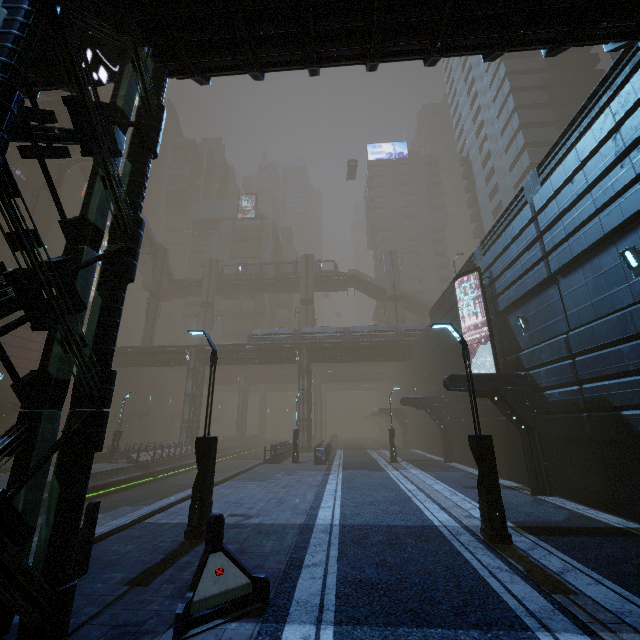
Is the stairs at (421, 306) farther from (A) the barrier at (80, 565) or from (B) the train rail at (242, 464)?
(A) the barrier at (80, 565)

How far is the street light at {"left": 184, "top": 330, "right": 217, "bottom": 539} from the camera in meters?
8.3

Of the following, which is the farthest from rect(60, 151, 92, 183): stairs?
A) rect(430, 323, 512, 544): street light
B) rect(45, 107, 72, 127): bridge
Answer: rect(430, 323, 512, 544): street light

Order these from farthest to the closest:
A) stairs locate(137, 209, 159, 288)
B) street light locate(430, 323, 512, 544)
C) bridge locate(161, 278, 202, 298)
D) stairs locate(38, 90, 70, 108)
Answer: bridge locate(161, 278, 202, 298)
stairs locate(137, 209, 159, 288)
stairs locate(38, 90, 70, 108)
street light locate(430, 323, 512, 544)

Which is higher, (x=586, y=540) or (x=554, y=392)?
(x=554, y=392)

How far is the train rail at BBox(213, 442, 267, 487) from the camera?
22.0m

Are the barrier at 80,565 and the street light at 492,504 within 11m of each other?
yes

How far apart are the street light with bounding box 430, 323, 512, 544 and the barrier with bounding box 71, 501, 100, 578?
8.8m
